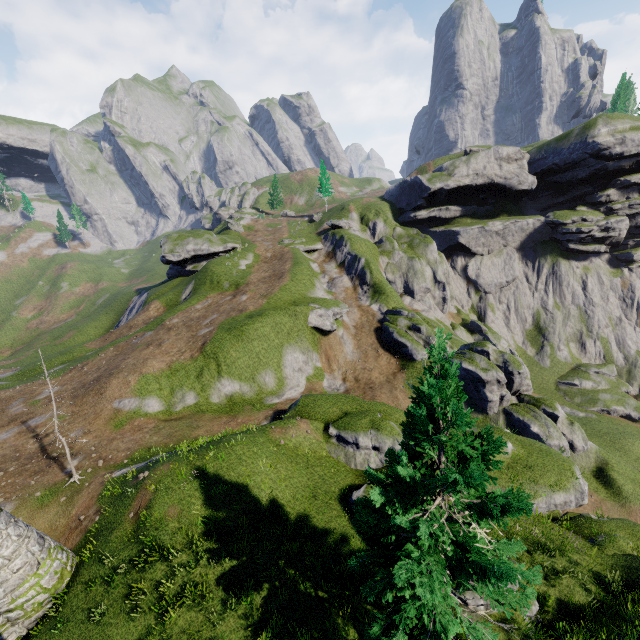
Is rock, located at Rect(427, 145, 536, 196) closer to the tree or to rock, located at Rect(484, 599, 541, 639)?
rock, located at Rect(484, 599, 541, 639)

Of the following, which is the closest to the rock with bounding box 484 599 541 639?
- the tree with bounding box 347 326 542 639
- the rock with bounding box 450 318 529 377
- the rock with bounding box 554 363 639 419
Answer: the tree with bounding box 347 326 542 639

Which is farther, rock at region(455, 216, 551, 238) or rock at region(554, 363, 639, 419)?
rock at region(455, 216, 551, 238)

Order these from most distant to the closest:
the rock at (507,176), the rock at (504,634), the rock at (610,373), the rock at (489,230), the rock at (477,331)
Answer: the rock at (489,230) → the rock at (507,176) → the rock at (477,331) → the rock at (610,373) → the rock at (504,634)

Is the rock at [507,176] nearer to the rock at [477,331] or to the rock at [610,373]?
the rock at [477,331]

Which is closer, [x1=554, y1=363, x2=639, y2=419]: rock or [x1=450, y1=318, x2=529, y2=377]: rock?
[x1=554, y1=363, x2=639, y2=419]: rock

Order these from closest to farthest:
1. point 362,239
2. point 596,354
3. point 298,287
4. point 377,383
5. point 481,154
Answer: point 377,383, point 298,287, point 362,239, point 596,354, point 481,154

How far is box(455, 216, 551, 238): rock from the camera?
58.97m
